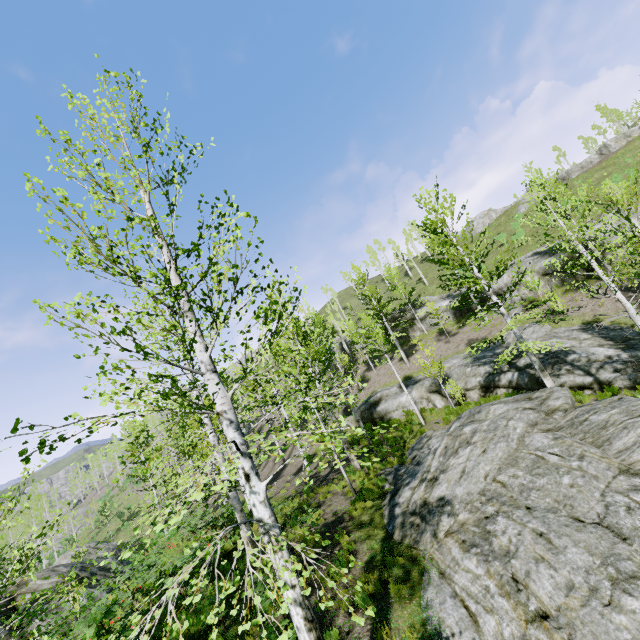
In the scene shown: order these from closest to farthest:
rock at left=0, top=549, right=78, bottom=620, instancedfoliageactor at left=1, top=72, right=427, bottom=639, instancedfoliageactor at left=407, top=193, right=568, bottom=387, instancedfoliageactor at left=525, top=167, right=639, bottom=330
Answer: instancedfoliageactor at left=1, top=72, right=427, bottom=639 → instancedfoliageactor at left=525, top=167, right=639, bottom=330 → rock at left=0, top=549, right=78, bottom=620 → instancedfoliageactor at left=407, top=193, right=568, bottom=387

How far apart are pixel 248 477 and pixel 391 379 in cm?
2782

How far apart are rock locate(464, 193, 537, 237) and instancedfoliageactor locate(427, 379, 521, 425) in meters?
41.3 m

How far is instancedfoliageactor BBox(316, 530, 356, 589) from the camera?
3.4m

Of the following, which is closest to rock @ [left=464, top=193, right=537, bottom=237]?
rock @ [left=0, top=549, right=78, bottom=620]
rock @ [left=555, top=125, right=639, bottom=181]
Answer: rock @ [left=555, top=125, right=639, bottom=181]

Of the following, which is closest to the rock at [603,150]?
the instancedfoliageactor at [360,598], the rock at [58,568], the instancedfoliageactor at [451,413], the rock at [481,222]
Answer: the rock at [481,222]

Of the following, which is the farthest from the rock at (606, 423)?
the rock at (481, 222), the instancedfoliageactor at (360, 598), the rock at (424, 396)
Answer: the rock at (481, 222)

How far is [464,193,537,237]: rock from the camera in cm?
4470
